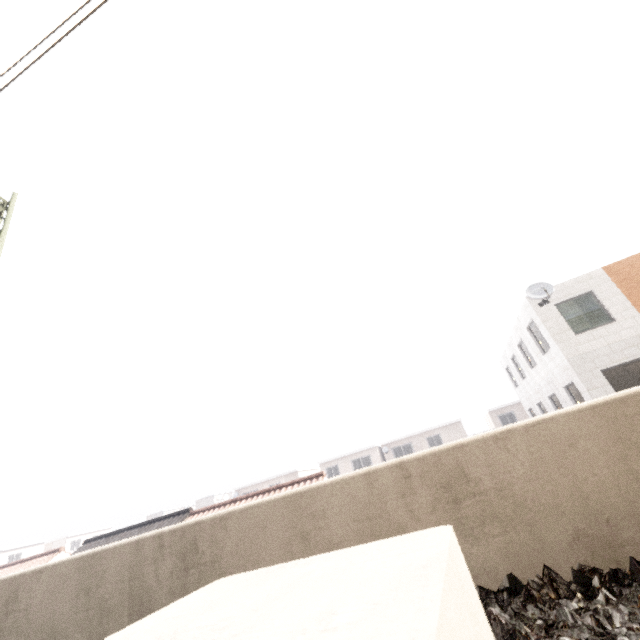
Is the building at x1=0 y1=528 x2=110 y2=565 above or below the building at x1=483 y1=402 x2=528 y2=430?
above

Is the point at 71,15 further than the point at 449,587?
Yes

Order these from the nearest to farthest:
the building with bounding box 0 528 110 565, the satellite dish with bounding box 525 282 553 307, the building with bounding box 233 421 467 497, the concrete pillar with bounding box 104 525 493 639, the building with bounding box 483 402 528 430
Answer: the concrete pillar with bounding box 104 525 493 639, the satellite dish with bounding box 525 282 553 307, the building with bounding box 483 402 528 430, the building with bounding box 233 421 467 497, the building with bounding box 0 528 110 565

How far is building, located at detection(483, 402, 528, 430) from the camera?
33.8m

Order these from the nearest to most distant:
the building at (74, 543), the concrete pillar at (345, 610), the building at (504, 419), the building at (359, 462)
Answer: the concrete pillar at (345, 610)
the building at (504, 419)
the building at (359, 462)
the building at (74, 543)

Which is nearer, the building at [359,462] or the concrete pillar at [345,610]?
→ the concrete pillar at [345,610]

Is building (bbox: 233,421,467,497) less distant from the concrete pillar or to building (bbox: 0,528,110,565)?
building (bbox: 0,528,110,565)

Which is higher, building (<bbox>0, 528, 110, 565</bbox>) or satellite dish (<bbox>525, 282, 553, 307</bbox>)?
satellite dish (<bbox>525, 282, 553, 307</bbox>)
